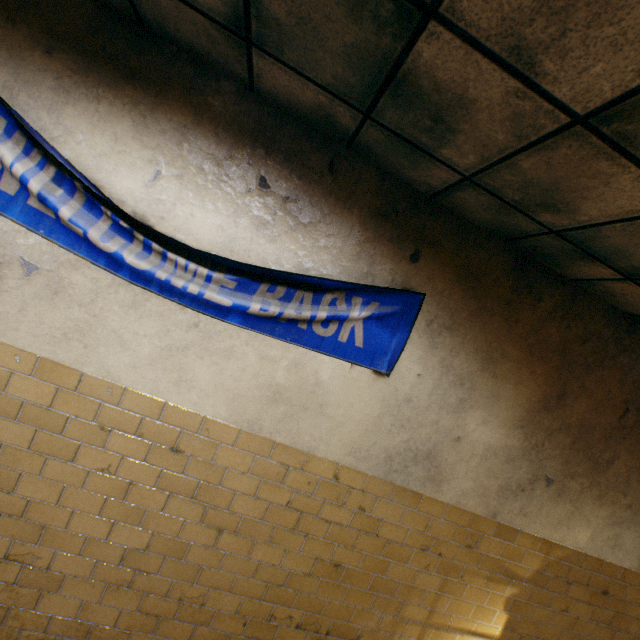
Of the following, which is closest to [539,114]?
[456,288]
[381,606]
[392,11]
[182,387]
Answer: [392,11]
